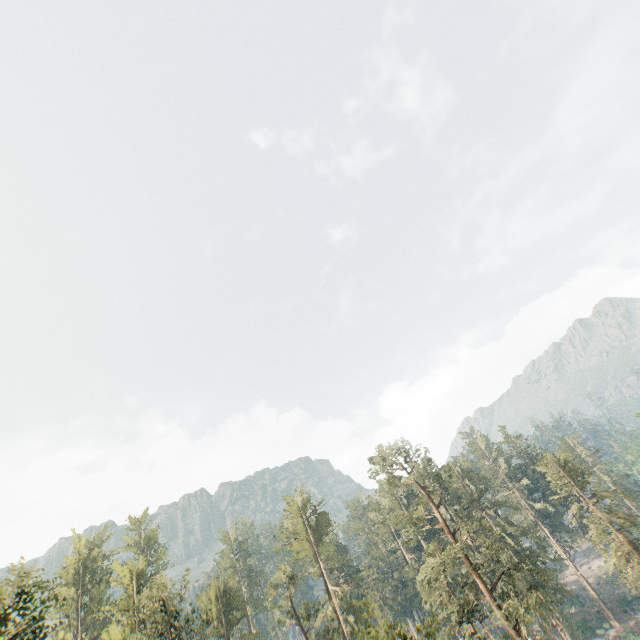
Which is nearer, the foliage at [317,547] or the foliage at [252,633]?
the foliage at [317,547]

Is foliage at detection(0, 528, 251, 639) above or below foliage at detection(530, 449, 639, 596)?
above

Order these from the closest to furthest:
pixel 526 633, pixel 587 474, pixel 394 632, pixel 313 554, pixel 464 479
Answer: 1. pixel 587 474
2. pixel 526 633
3. pixel 313 554
4. pixel 464 479
5. pixel 394 632

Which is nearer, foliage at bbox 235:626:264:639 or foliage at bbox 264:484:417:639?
foliage at bbox 264:484:417:639

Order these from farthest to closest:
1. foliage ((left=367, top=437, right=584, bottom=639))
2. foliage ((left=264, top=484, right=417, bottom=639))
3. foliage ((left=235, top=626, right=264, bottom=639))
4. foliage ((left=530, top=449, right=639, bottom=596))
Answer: foliage ((left=235, top=626, right=264, bottom=639))
foliage ((left=530, top=449, right=639, bottom=596))
foliage ((left=367, top=437, right=584, bottom=639))
foliage ((left=264, top=484, right=417, bottom=639))
